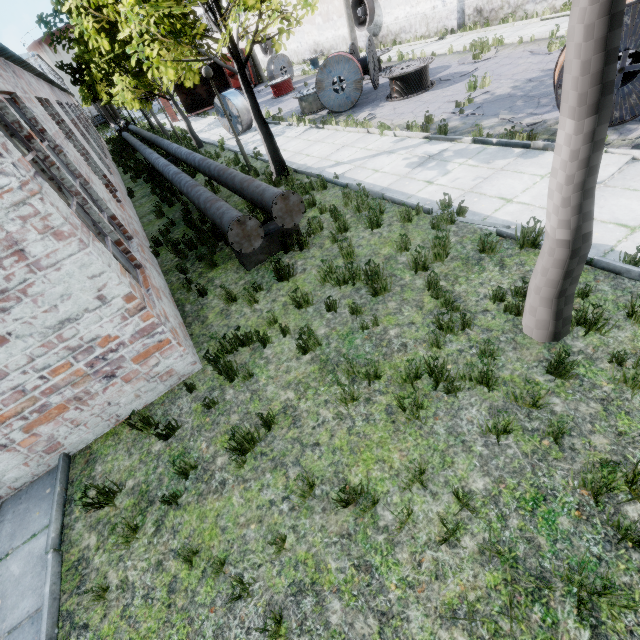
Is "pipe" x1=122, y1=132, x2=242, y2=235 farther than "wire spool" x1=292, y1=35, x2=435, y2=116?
No

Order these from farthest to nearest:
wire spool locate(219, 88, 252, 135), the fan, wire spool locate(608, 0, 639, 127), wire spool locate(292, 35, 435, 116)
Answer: the fan < wire spool locate(219, 88, 252, 135) < wire spool locate(292, 35, 435, 116) < wire spool locate(608, 0, 639, 127)

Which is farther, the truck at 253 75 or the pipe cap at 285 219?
the truck at 253 75

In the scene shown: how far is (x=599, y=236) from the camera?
4.9m

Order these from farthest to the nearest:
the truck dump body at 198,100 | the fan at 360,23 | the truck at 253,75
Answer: the truck at 253,75, the truck dump body at 198,100, the fan at 360,23

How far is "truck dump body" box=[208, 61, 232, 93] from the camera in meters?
28.3 m

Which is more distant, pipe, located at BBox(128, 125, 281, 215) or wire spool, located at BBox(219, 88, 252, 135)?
wire spool, located at BBox(219, 88, 252, 135)

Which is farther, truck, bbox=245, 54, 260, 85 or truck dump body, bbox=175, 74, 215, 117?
truck, bbox=245, 54, 260, 85
